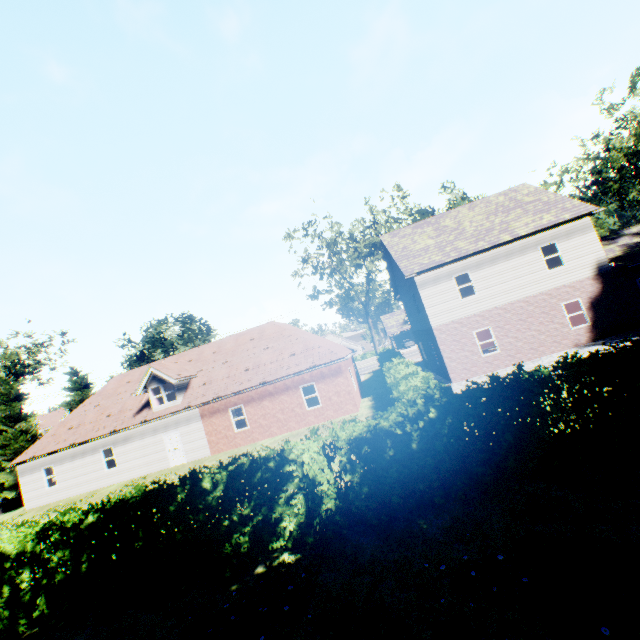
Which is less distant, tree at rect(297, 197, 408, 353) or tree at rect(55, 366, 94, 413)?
tree at rect(55, 366, 94, 413)

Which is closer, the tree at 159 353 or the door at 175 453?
the door at 175 453

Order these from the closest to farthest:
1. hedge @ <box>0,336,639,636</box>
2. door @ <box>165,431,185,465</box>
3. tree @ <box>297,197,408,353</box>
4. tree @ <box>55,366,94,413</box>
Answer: hedge @ <box>0,336,639,636</box> → door @ <box>165,431,185,465</box> → tree @ <box>55,366,94,413</box> → tree @ <box>297,197,408,353</box>

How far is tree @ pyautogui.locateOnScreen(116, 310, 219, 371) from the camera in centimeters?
3466cm

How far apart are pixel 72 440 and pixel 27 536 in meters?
19.2 m

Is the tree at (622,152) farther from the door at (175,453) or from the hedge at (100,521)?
the door at (175,453)
